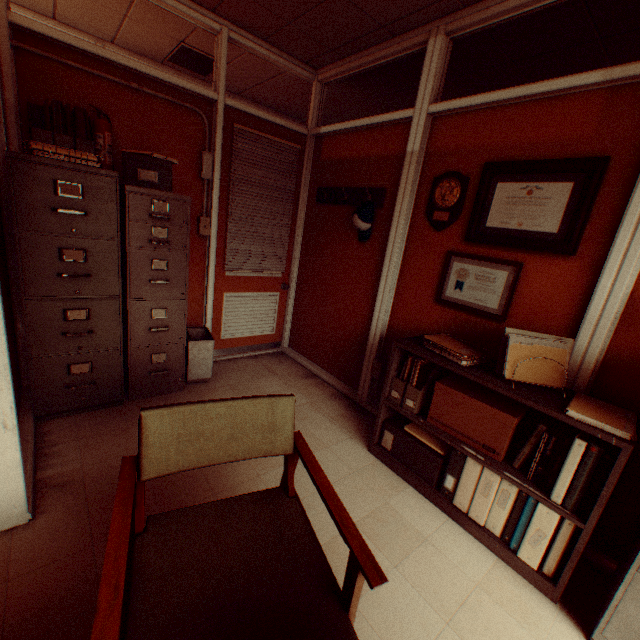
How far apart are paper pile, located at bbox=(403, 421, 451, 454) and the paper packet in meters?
0.7

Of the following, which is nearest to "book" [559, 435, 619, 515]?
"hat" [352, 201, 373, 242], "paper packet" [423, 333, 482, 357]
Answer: "paper packet" [423, 333, 482, 357]

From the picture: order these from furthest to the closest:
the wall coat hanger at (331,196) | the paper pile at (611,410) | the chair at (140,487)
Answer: the wall coat hanger at (331,196) < the paper pile at (611,410) < the chair at (140,487)

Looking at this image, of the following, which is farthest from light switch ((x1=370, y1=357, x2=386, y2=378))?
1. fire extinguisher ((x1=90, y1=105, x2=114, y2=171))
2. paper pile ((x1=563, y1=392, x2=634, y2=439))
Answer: fire extinguisher ((x1=90, y1=105, x2=114, y2=171))

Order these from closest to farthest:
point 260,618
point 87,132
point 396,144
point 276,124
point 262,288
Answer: point 260,618
point 87,132
point 396,144
point 276,124
point 262,288

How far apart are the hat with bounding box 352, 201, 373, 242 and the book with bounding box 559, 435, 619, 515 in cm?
219

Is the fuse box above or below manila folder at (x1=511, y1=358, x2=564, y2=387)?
→ above

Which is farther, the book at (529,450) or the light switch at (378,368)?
the light switch at (378,368)
